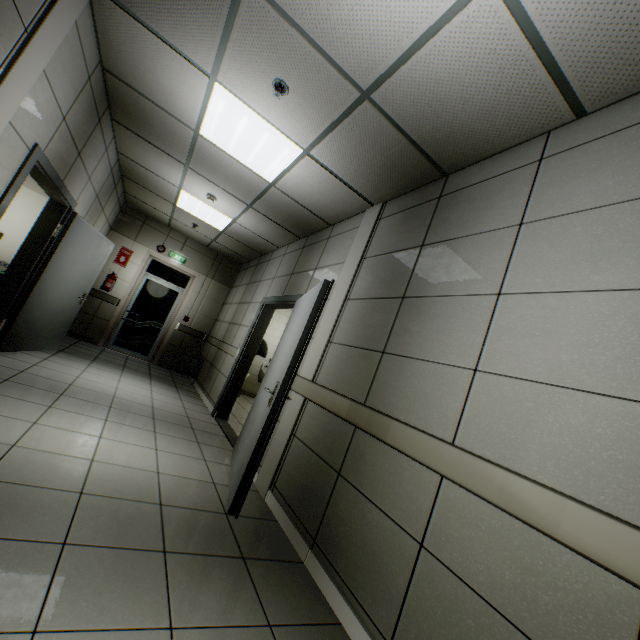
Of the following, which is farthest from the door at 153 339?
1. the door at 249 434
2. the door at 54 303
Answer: the door at 249 434

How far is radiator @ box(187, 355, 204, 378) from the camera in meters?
7.5 m

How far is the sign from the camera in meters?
7.6

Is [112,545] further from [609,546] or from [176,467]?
[609,546]

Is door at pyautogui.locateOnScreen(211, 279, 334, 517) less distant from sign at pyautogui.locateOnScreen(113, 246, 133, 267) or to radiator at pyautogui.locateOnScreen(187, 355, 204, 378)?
radiator at pyautogui.locateOnScreen(187, 355, 204, 378)

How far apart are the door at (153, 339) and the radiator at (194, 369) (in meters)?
0.97

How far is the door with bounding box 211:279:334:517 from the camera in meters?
2.6

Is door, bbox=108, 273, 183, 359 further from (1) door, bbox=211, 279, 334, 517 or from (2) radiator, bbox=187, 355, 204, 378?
(1) door, bbox=211, 279, 334, 517
